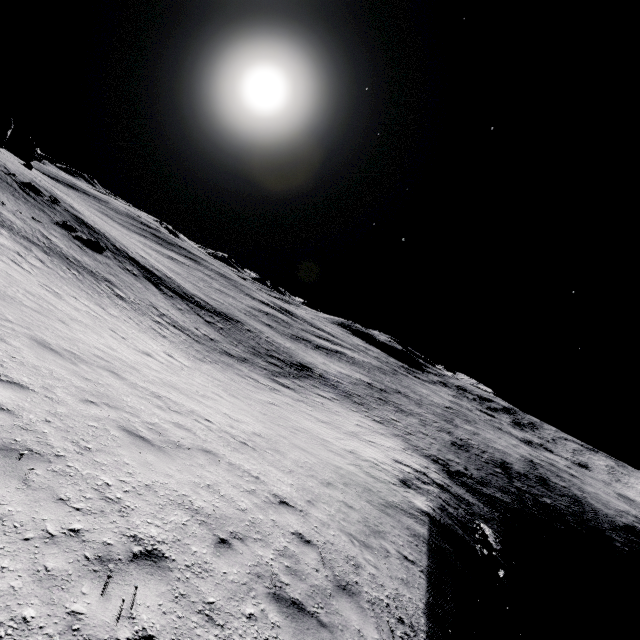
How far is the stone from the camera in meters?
52.1

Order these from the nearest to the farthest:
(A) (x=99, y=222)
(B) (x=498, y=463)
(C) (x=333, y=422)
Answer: (C) (x=333, y=422), (A) (x=99, y=222), (B) (x=498, y=463)

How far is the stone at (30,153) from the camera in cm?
5212
